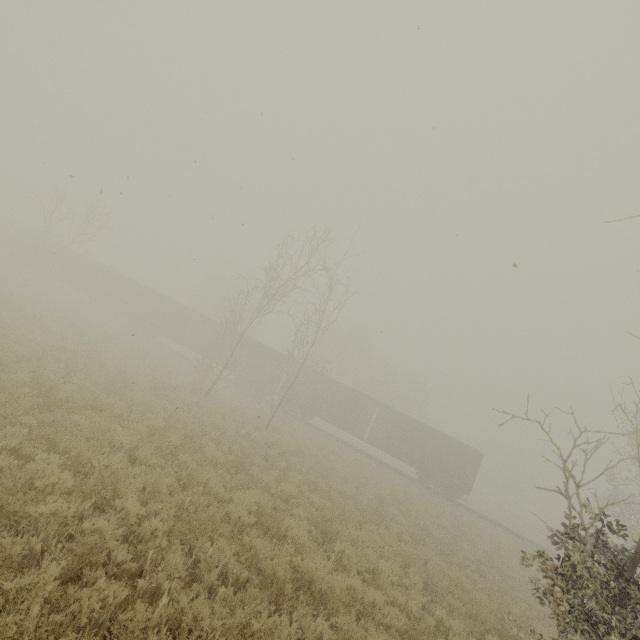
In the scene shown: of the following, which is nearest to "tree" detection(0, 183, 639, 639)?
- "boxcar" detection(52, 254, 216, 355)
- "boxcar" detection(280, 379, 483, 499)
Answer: "boxcar" detection(280, 379, 483, 499)

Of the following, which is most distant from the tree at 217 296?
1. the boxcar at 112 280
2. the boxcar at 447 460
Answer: the boxcar at 112 280

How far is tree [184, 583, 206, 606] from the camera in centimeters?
395cm

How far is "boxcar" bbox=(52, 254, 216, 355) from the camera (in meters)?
33.38

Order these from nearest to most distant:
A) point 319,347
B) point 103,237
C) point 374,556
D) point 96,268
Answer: point 374,556, point 103,237, point 96,268, point 319,347

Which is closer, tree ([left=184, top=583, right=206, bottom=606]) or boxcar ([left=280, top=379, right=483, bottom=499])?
tree ([left=184, top=583, right=206, bottom=606])
